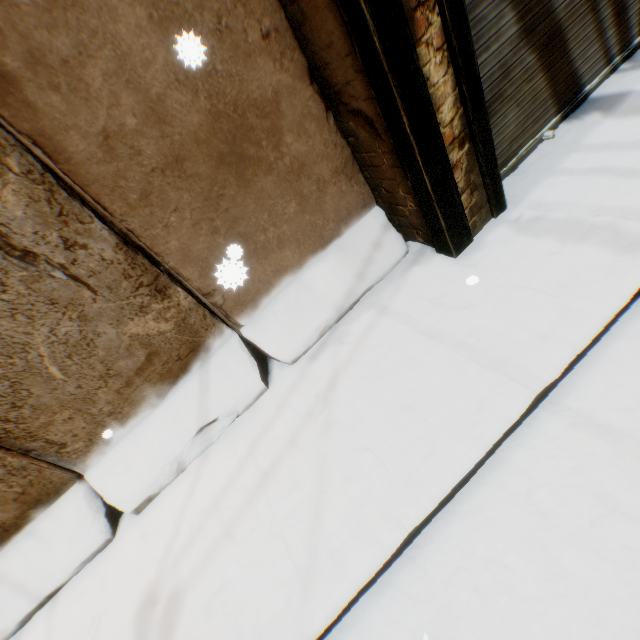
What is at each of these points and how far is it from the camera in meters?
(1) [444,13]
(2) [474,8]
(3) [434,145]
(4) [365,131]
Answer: (1) building, 2.1
(2) rolling overhead door, 2.5
(3) wooden beam, 2.4
(4) building, 2.7

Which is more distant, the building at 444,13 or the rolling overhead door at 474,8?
the rolling overhead door at 474,8

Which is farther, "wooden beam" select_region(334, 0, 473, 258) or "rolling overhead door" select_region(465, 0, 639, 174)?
"rolling overhead door" select_region(465, 0, 639, 174)

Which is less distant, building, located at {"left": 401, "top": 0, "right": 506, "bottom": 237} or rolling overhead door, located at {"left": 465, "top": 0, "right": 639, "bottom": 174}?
building, located at {"left": 401, "top": 0, "right": 506, "bottom": 237}

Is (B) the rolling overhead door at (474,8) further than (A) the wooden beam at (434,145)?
Yes
